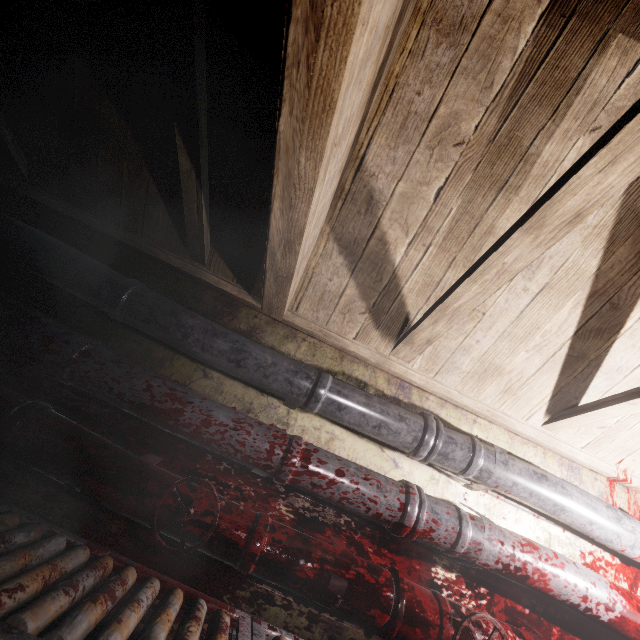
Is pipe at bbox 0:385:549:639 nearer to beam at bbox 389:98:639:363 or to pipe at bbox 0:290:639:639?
pipe at bbox 0:290:639:639

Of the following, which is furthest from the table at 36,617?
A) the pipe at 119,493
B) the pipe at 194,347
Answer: the pipe at 194,347

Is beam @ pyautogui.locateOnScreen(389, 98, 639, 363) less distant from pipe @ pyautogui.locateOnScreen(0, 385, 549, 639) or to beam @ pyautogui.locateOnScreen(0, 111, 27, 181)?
beam @ pyautogui.locateOnScreen(0, 111, 27, 181)

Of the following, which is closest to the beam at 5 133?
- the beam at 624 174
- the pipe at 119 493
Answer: the beam at 624 174

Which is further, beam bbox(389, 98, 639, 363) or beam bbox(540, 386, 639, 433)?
beam bbox(540, 386, 639, 433)

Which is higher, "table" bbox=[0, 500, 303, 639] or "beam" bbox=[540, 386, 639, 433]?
"beam" bbox=[540, 386, 639, 433]

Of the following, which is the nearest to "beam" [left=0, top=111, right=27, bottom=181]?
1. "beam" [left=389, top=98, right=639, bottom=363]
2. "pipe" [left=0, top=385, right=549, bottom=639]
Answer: "beam" [left=389, top=98, right=639, bottom=363]

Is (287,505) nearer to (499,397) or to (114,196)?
(499,397)
